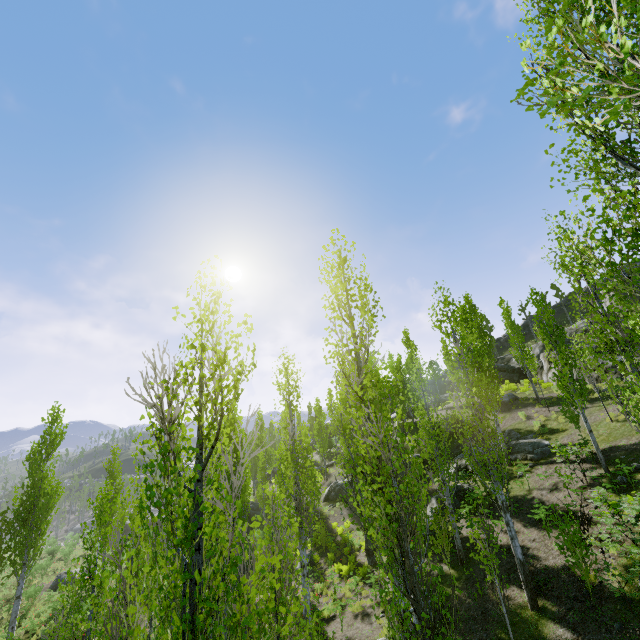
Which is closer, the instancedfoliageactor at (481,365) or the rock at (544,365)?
the instancedfoliageactor at (481,365)

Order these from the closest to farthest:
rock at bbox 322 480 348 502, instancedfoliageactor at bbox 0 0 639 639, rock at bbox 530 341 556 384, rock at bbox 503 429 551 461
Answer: instancedfoliageactor at bbox 0 0 639 639 < rock at bbox 503 429 551 461 < rock at bbox 530 341 556 384 < rock at bbox 322 480 348 502

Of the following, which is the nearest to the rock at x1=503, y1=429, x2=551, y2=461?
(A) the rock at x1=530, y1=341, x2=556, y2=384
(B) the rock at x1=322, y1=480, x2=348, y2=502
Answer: (A) the rock at x1=530, y1=341, x2=556, y2=384

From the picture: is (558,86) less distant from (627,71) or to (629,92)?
(629,92)

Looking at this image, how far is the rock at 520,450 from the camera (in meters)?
16.95

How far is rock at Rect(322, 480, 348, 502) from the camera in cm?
2927

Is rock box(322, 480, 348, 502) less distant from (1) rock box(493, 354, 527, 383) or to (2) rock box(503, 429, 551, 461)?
(2) rock box(503, 429, 551, 461)

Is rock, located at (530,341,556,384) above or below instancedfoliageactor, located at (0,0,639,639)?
above
